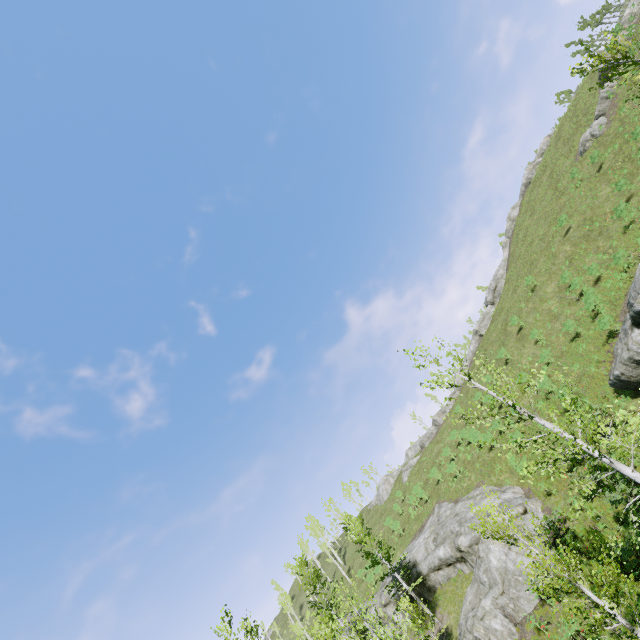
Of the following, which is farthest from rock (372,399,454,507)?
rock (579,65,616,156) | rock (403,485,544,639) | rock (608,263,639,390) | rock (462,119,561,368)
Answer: rock (579,65,616,156)

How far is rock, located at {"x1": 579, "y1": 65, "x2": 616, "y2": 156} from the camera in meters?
31.0 m

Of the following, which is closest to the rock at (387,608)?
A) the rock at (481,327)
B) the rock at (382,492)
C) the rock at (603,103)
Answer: the rock at (481,327)

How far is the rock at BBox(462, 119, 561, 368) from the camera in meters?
49.0

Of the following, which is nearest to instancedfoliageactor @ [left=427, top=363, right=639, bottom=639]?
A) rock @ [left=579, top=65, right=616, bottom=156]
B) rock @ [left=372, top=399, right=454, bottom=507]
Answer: rock @ [left=579, top=65, right=616, bottom=156]

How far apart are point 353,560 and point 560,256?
52.54m

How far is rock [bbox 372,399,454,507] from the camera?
49.9 meters

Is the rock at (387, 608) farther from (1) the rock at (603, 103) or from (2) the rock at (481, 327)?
(1) the rock at (603, 103)
